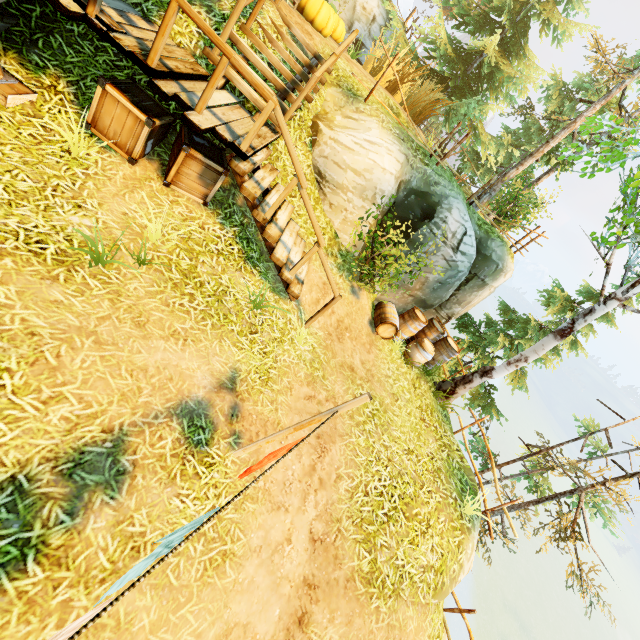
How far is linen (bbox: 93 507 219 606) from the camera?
2.1m

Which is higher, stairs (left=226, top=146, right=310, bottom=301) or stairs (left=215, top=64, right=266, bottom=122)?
stairs (left=215, top=64, right=266, bottom=122)

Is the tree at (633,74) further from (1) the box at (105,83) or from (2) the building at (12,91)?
(1) the box at (105,83)

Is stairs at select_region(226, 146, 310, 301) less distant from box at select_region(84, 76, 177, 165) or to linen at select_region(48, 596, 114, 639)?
box at select_region(84, 76, 177, 165)

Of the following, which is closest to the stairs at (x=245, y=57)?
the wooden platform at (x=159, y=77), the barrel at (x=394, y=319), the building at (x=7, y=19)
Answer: the wooden platform at (x=159, y=77)

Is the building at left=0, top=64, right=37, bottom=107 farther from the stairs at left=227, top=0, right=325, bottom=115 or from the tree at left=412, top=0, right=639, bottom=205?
the tree at left=412, top=0, right=639, bottom=205

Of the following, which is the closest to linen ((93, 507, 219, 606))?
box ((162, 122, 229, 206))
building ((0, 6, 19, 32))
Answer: building ((0, 6, 19, 32))

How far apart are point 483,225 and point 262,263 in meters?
8.4 m
